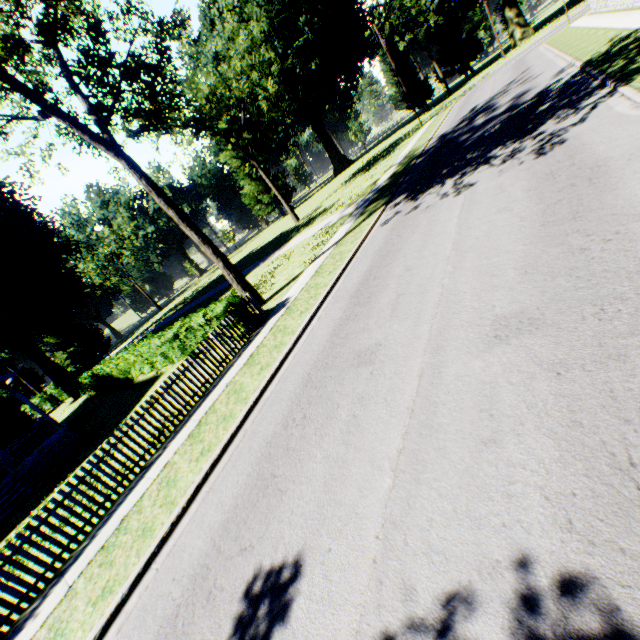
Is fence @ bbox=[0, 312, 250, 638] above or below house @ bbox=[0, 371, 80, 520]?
below

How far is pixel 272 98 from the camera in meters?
33.7 m

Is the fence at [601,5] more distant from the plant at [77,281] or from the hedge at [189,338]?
the plant at [77,281]

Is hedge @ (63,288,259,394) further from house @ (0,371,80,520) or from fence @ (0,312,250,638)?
house @ (0,371,80,520)

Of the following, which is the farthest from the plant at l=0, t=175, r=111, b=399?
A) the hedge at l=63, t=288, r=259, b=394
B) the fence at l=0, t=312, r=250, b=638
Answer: the hedge at l=63, t=288, r=259, b=394

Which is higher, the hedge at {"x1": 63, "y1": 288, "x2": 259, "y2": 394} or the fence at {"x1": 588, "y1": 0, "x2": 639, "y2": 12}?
the hedge at {"x1": 63, "y1": 288, "x2": 259, "y2": 394}

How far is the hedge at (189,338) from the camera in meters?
12.5 m

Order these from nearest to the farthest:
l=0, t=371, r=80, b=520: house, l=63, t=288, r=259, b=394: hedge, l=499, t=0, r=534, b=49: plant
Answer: l=63, t=288, r=259, b=394: hedge
l=0, t=371, r=80, b=520: house
l=499, t=0, r=534, b=49: plant
